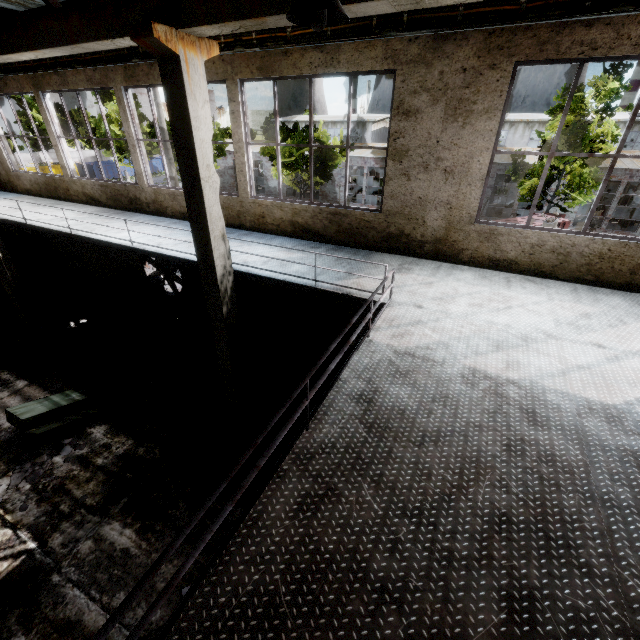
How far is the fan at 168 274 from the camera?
11.61m

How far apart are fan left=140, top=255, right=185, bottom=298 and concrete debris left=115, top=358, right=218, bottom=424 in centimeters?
257cm

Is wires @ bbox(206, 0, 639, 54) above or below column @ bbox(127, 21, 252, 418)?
above

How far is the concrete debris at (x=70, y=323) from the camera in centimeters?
1205cm

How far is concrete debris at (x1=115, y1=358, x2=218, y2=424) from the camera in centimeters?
871cm

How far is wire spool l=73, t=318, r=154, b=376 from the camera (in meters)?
9.61

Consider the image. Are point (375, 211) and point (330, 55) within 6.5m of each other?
yes

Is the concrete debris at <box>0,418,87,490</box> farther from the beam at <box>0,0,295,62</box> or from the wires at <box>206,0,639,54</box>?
the wires at <box>206,0,639,54</box>
